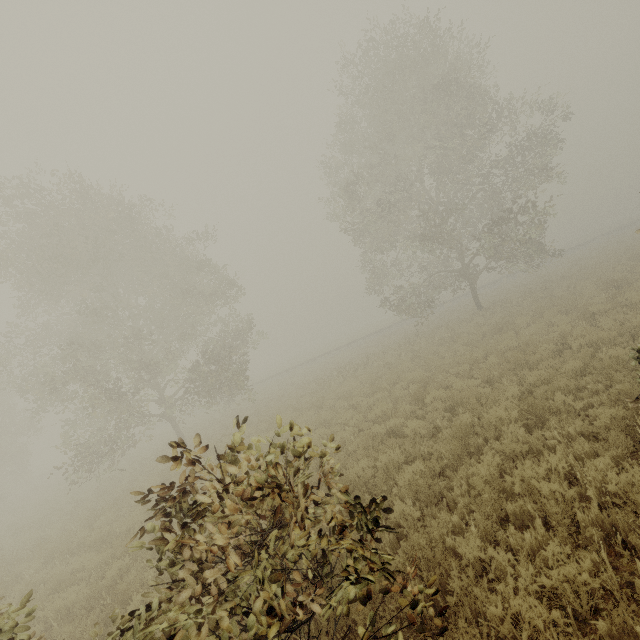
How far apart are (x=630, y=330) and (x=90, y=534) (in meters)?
17.88

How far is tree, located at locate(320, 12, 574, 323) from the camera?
16.9m

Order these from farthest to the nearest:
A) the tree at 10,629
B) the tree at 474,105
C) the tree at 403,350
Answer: the tree at 403,350, the tree at 474,105, the tree at 10,629

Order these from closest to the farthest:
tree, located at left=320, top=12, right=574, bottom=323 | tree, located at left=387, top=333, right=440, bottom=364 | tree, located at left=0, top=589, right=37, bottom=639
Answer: tree, located at left=0, top=589, right=37, bottom=639 < tree, located at left=320, top=12, right=574, bottom=323 < tree, located at left=387, top=333, right=440, bottom=364

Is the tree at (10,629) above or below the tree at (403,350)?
above

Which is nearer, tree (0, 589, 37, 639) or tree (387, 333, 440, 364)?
tree (0, 589, 37, 639)

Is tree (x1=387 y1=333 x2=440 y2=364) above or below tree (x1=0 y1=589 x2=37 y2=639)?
below
